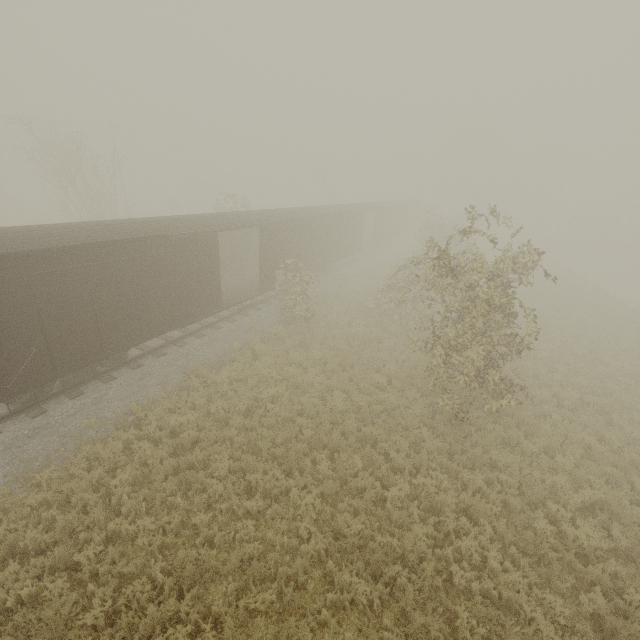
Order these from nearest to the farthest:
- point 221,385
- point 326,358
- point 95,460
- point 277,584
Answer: point 277,584 → point 95,460 → point 221,385 → point 326,358
